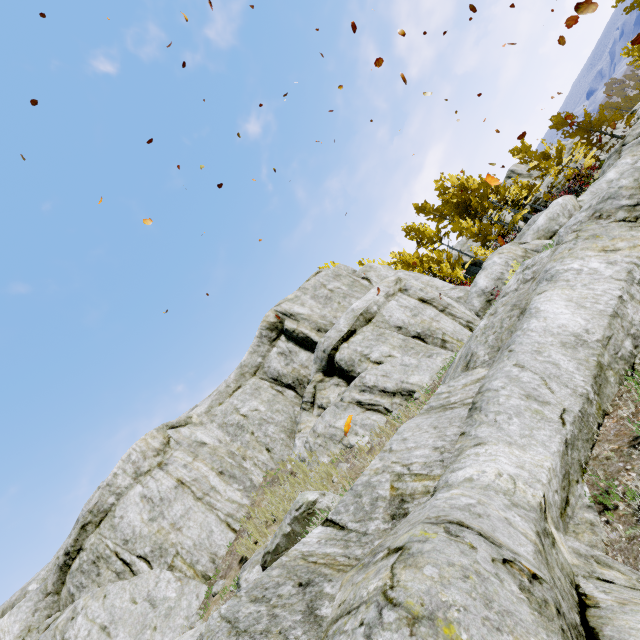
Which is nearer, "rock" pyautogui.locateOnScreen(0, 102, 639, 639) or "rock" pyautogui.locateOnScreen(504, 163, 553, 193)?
"rock" pyautogui.locateOnScreen(0, 102, 639, 639)

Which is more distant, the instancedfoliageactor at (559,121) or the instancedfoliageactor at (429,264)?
the instancedfoliageactor at (559,121)

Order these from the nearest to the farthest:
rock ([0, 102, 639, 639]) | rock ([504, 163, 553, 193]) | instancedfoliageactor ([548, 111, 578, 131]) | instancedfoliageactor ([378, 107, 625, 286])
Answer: rock ([0, 102, 639, 639])
instancedfoliageactor ([378, 107, 625, 286])
instancedfoliageactor ([548, 111, 578, 131])
rock ([504, 163, 553, 193])

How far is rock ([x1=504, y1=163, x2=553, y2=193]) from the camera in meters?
31.9 m

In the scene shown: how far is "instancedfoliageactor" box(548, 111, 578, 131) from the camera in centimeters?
2954cm

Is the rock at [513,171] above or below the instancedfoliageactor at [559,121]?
above

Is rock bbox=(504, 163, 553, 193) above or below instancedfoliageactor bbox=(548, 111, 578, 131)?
above

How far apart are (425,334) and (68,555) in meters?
13.5
